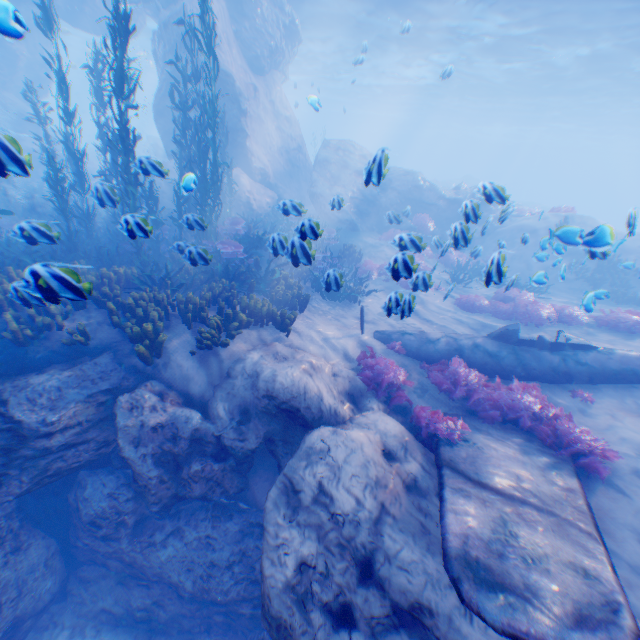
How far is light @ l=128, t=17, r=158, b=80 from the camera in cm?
2914

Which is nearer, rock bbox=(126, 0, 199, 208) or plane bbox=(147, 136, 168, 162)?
rock bbox=(126, 0, 199, 208)

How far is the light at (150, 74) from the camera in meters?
29.1 m

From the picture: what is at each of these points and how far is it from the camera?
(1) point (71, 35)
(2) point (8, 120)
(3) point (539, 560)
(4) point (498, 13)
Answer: (1) light, 35.9m
(2) rock, 21.4m
(3) plane, 3.6m
(4) light, 17.9m

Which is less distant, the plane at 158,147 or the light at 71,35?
the light at 71,35

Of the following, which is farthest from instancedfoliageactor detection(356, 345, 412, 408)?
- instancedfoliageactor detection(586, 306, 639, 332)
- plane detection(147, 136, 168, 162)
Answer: plane detection(147, 136, 168, 162)

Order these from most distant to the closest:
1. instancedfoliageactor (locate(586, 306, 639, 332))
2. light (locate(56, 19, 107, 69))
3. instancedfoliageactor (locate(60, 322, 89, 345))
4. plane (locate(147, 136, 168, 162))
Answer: plane (locate(147, 136, 168, 162))
light (locate(56, 19, 107, 69))
instancedfoliageactor (locate(586, 306, 639, 332))
instancedfoliageactor (locate(60, 322, 89, 345))

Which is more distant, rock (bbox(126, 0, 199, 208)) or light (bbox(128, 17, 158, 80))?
light (bbox(128, 17, 158, 80))
